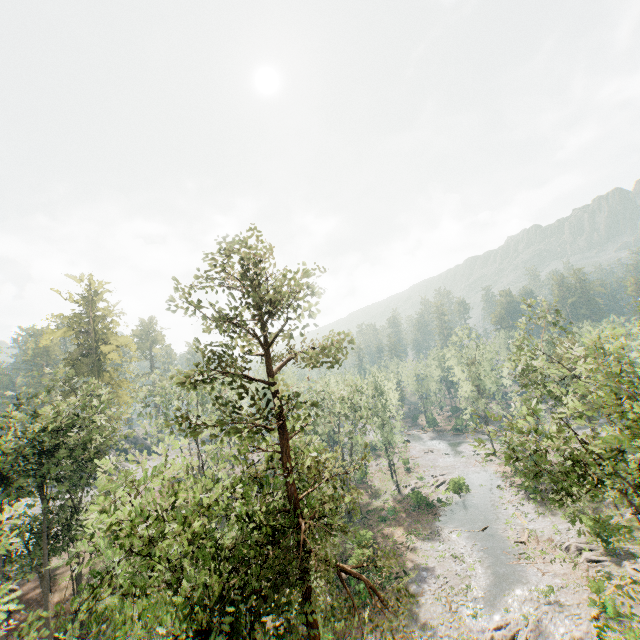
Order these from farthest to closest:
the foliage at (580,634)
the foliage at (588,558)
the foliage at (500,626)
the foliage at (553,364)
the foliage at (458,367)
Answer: the foliage at (458,367)
the foliage at (588,558)
the foliage at (500,626)
the foliage at (580,634)
the foliage at (553,364)

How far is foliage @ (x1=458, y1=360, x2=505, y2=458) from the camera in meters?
19.9

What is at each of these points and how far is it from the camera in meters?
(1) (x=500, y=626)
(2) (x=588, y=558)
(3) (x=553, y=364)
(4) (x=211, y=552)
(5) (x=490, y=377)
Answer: (1) foliage, 23.1 m
(2) foliage, 28.3 m
(3) foliage, 35.4 m
(4) foliage, 12.3 m
(5) foliage, 55.9 m

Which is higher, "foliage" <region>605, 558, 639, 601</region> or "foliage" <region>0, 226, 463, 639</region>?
"foliage" <region>0, 226, 463, 639</region>

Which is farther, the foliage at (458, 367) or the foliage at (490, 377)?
the foliage at (458, 367)

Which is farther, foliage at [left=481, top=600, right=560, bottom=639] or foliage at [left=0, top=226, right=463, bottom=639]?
foliage at [left=481, top=600, right=560, bottom=639]
